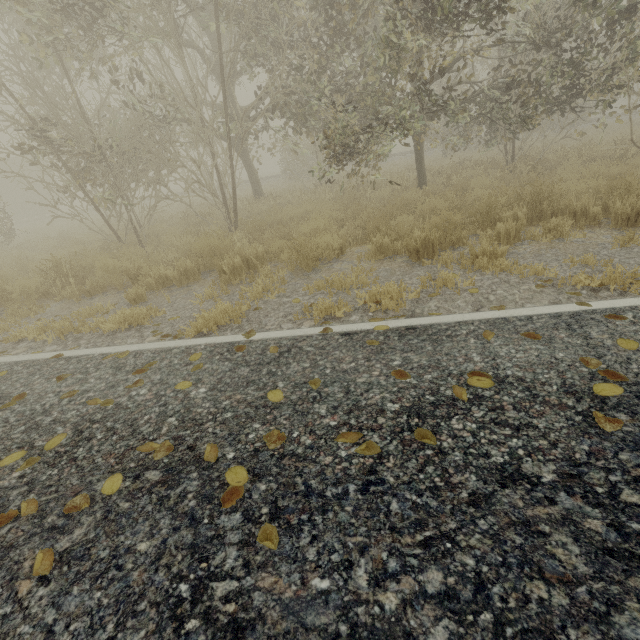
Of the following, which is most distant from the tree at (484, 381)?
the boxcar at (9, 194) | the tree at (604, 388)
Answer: the boxcar at (9, 194)

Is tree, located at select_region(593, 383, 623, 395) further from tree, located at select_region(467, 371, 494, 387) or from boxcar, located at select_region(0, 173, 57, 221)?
boxcar, located at select_region(0, 173, 57, 221)

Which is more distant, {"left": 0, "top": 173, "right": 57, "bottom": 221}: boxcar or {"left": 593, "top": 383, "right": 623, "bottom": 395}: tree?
{"left": 0, "top": 173, "right": 57, "bottom": 221}: boxcar

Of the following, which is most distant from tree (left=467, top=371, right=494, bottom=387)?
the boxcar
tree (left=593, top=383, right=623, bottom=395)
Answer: the boxcar

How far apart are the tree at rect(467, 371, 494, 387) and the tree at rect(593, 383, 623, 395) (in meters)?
0.54

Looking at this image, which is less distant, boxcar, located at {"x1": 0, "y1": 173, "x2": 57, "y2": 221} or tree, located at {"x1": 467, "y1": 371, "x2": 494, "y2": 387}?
tree, located at {"x1": 467, "y1": 371, "x2": 494, "y2": 387}

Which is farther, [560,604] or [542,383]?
[542,383]
